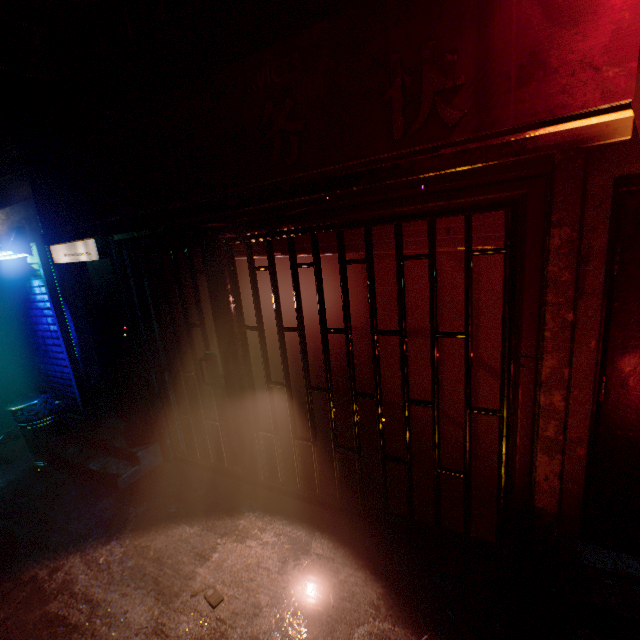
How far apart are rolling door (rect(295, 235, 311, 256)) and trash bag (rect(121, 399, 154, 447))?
2.2 meters

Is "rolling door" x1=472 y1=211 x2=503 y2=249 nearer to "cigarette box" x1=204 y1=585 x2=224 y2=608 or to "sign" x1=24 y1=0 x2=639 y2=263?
"sign" x1=24 y1=0 x2=639 y2=263

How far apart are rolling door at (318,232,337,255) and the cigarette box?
2.4m

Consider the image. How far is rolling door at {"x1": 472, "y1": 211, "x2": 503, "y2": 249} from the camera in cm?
174

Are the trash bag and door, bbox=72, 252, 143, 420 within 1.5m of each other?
yes

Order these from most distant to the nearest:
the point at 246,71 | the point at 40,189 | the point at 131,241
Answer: the point at 131,241
the point at 40,189
the point at 246,71

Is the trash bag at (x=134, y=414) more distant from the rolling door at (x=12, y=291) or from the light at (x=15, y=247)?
the light at (x=15, y=247)

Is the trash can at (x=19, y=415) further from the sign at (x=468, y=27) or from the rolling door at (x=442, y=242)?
the rolling door at (x=442, y=242)
